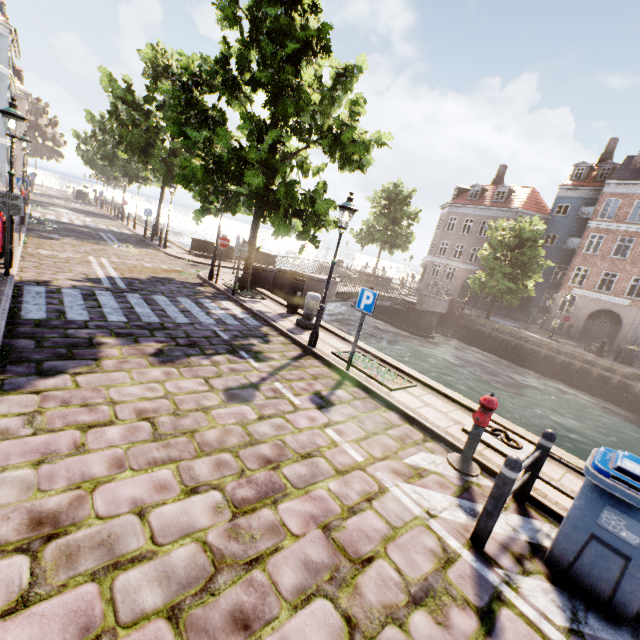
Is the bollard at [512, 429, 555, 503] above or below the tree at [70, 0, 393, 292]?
below

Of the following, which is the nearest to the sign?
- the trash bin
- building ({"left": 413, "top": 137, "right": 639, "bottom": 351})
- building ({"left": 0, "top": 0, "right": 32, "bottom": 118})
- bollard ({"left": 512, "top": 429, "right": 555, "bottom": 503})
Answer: bollard ({"left": 512, "top": 429, "right": 555, "bottom": 503})

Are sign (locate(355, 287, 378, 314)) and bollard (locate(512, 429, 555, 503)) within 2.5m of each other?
no

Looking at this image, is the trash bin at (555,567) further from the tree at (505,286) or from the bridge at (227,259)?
the bridge at (227,259)

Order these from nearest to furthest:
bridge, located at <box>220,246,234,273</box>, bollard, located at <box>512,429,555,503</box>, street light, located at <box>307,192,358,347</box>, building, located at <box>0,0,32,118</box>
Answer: bollard, located at <box>512,429,555,503</box> → street light, located at <box>307,192,358,347</box> → bridge, located at <box>220,246,234,273</box> → building, located at <box>0,0,32,118</box>

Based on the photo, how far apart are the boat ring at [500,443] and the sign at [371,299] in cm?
280

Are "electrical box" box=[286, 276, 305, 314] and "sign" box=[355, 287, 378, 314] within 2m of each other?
no

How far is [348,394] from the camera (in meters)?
6.42
